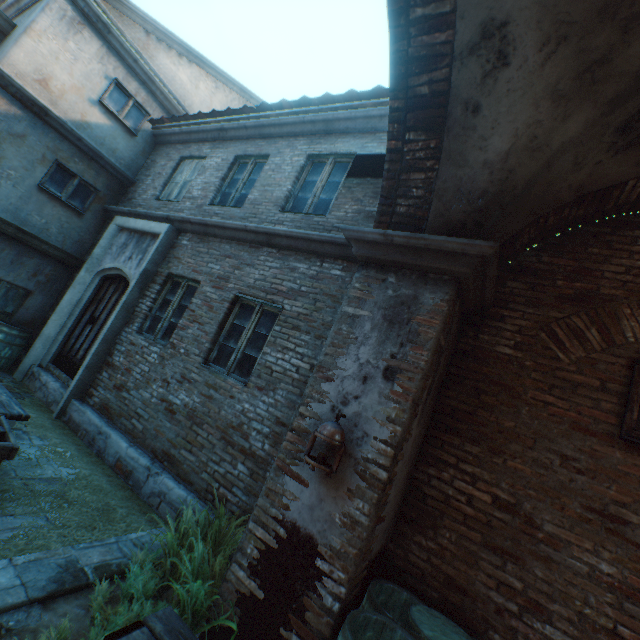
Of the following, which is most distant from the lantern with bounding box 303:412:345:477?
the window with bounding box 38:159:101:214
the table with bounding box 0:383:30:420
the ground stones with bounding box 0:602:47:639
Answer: the window with bounding box 38:159:101:214

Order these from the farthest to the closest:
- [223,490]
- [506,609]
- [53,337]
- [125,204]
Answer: [125,204] → [53,337] → [223,490] → [506,609]

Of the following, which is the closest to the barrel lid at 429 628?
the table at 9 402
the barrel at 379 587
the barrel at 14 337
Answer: the barrel at 379 587

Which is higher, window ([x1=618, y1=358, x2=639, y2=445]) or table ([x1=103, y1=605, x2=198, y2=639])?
window ([x1=618, y1=358, x2=639, y2=445])

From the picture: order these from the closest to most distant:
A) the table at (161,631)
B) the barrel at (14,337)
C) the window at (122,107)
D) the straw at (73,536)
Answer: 1. the table at (161,631)
2. the straw at (73,536)
3. the barrel at (14,337)
4. the window at (122,107)

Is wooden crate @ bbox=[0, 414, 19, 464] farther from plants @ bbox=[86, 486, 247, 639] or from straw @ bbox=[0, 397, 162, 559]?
plants @ bbox=[86, 486, 247, 639]

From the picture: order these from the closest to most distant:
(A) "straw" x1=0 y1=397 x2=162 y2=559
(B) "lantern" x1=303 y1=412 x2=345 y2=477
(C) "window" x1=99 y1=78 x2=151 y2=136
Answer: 1. (B) "lantern" x1=303 y1=412 x2=345 y2=477
2. (A) "straw" x1=0 y1=397 x2=162 y2=559
3. (C) "window" x1=99 y1=78 x2=151 y2=136

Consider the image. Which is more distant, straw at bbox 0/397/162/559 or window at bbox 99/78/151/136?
window at bbox 99/78/151/136
